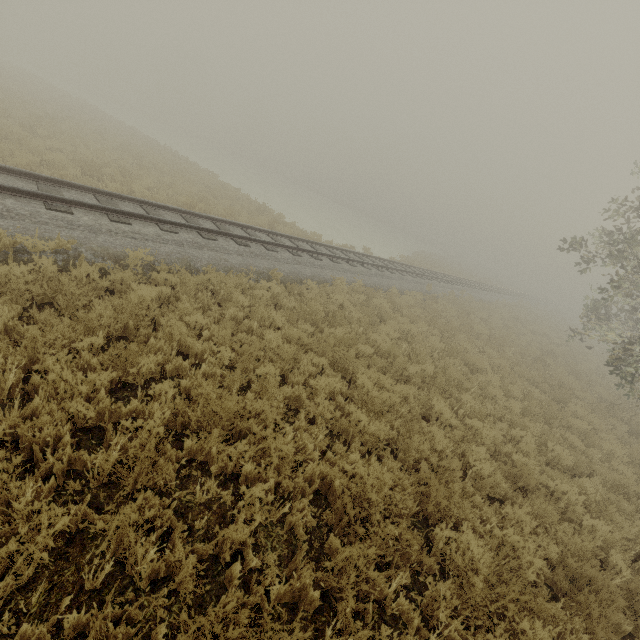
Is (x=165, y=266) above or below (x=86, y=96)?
above
